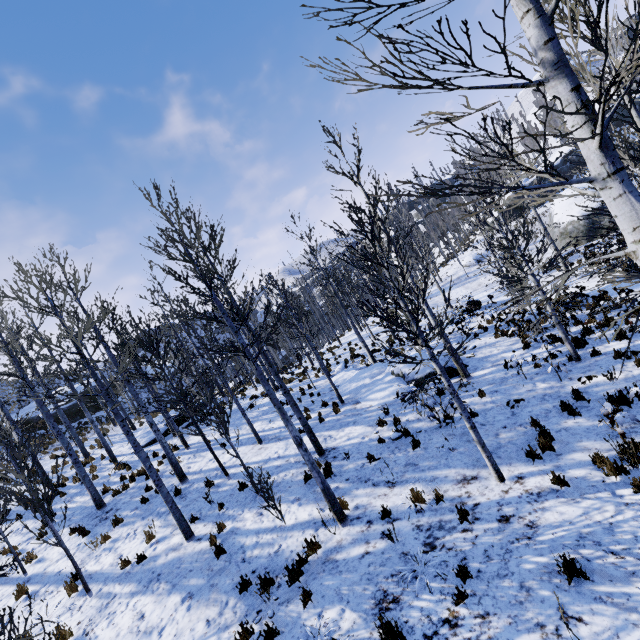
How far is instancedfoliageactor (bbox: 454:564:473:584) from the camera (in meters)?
4.86

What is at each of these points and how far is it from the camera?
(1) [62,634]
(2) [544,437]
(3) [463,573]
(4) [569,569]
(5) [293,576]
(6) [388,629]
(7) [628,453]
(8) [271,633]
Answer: (1) instancedfoliageactor, 6.8m
(2) instancedfoliageactor, 7.0m
(3) instancedfoliageactor, 4.9m
(4) instancedfoliageactor, 4.3m
(5) instancedfoliageactor, 6.1m
(6) instancedfoliageactor, 4.5m
(7) instancedfoliageactor, 5.7m
(8) instancedfoliageactor, 5.2m

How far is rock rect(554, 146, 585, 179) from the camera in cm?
4078

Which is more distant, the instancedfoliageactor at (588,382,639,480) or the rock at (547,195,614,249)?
the rock at (547,195,614,249)

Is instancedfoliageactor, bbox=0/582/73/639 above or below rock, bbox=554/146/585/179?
below

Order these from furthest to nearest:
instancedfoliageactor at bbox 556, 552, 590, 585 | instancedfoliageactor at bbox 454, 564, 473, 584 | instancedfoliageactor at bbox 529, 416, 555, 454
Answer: instancedfoliageactor at bbox 529, 416, 555, 454
instancedfoliageactor at bbox 454, 564, 473, 584
instancedfoliageactor at bbox 556, 552, 590, 585

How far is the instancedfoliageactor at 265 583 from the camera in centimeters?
586cm

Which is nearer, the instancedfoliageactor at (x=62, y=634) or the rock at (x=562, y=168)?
the instancedfoliageactor at (x=62, y=634)
